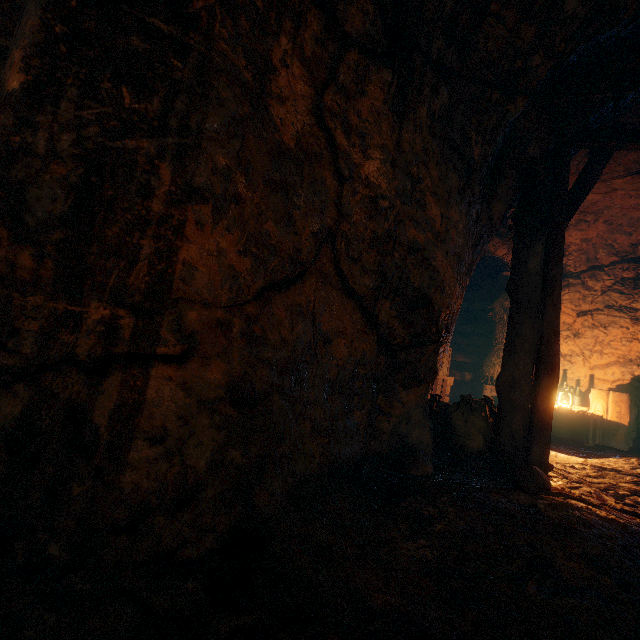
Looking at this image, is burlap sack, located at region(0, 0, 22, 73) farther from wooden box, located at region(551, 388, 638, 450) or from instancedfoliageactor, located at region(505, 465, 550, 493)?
wooden box, located at region(551, 388, 638, 450)

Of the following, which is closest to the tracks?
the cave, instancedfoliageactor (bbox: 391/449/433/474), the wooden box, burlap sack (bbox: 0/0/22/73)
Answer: the cave

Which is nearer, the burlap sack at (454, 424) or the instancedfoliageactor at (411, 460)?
the instancedfoliageactor at (411, 460)

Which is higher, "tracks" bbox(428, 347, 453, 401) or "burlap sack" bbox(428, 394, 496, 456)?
"tracks" bbox(428, 347, 453, 401)

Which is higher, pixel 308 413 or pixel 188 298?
pixel 188 298

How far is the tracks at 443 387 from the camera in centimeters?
684cm

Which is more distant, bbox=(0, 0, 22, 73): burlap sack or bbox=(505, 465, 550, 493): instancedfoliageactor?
bbox=(505, 465, 550, 493): instancedfoliageactor
